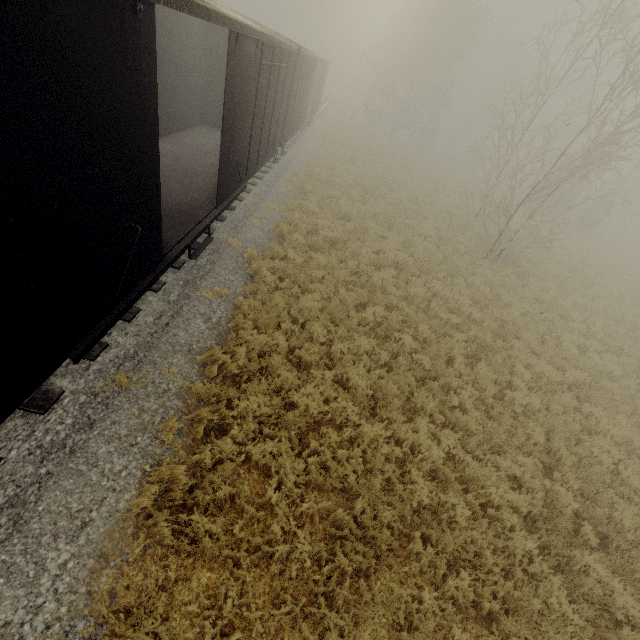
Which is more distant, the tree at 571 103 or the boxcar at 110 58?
the tree at 571 103

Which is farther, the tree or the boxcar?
the tree

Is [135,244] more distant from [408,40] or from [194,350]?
[408,40]
